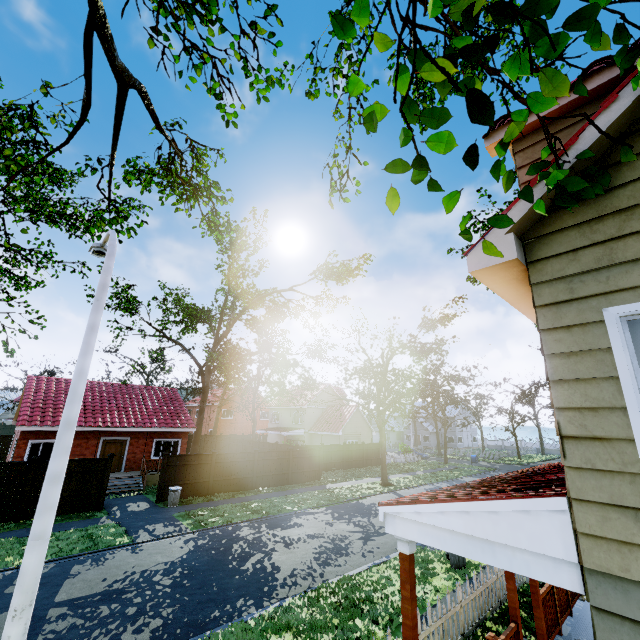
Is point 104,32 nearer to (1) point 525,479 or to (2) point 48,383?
(1) point 525,479

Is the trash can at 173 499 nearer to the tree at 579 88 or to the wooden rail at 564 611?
the tree at 579 88

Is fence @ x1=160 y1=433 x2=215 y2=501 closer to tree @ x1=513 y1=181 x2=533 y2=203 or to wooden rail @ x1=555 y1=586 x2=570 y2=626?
tree @ x1=513 y1=181 x2=533 y2=203

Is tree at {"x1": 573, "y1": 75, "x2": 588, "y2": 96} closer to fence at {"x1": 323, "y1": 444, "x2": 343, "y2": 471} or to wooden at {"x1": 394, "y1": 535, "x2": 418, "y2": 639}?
fence at {"x1": 323, "y1": 444, "x2": 343, "y2": 471}

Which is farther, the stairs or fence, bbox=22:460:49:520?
the stairs

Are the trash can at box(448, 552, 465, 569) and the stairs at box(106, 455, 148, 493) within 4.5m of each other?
no

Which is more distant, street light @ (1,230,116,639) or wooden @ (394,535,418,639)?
street light @ (1,230,116,639)

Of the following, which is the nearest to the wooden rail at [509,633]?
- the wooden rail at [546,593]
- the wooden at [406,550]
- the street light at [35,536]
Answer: the wooden rail at [546,593]
